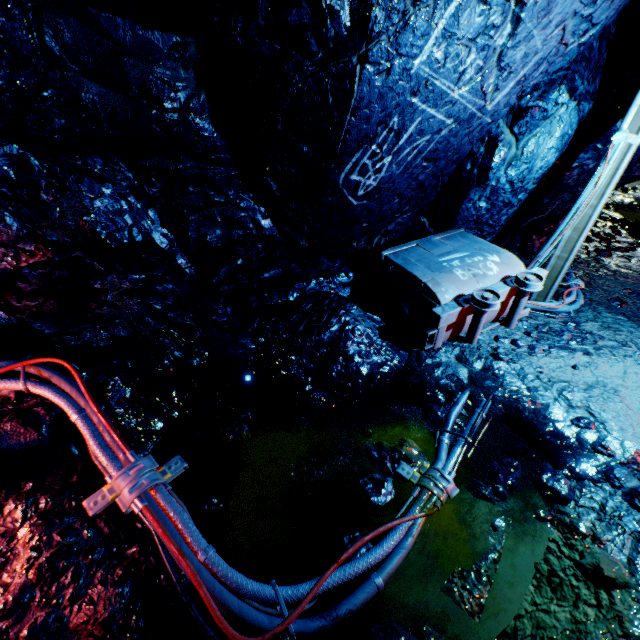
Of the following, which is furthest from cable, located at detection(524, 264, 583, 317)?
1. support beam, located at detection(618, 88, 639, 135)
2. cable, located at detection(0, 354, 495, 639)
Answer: cable, located at detection(0, 354, 495, 639)

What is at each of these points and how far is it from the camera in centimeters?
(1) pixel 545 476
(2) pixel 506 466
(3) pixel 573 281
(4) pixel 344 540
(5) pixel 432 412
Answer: (1) rock, 226cm
(2) rock, 232cm
(3) cable, 483cm
(4) rock, 193cm
(5) rock, 281cm

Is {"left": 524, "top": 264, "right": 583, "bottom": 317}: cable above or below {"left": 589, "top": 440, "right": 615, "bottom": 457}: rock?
above

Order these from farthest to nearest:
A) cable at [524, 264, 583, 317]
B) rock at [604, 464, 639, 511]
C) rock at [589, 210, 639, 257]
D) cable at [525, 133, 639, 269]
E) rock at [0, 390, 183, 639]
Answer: rock at [589, 210, 639, 257] → cable at [524, 264, 583, 317] → cable at [525, 133, 639, 269] → rock at [604, 464, 639, 511] → rock at [0, 390, 183, 639]

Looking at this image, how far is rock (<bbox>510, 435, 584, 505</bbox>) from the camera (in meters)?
2.15

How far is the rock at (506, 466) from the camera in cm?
217

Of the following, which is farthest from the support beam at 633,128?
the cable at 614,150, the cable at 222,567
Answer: the cable at 222,567
